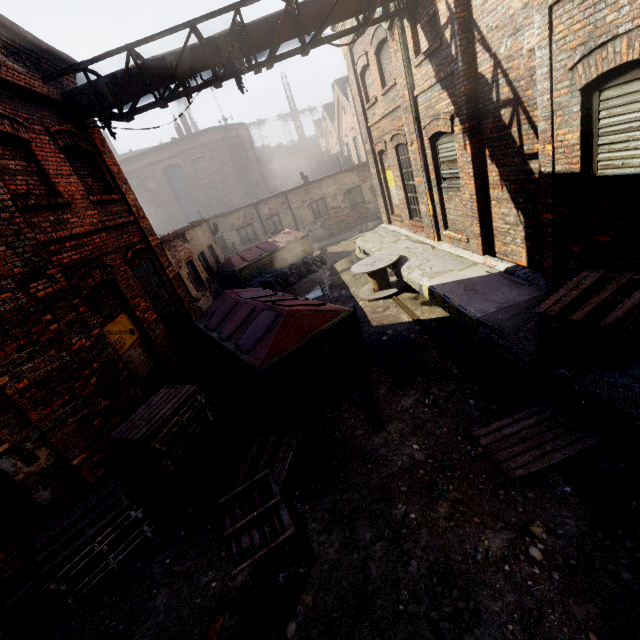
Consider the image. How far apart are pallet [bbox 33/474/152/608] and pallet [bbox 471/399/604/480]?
4.1m

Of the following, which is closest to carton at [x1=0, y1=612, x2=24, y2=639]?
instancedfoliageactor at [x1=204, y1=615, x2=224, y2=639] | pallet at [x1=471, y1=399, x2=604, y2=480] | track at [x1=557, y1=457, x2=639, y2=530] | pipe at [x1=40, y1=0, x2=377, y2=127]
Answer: instancedfoliageactor at [x1=204, y1=615, x2=224, y2=639]

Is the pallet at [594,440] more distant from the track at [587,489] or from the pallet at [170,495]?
the pallet at [170,495]

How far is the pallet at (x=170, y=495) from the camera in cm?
477

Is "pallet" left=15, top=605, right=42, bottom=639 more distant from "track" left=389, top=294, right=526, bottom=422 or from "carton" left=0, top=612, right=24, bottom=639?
"track" left=389, top=294, right=526, bottom=422

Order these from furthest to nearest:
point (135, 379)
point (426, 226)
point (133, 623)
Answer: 1. point (426, 226)
2. point (135, 379)
3. point (133, 623)

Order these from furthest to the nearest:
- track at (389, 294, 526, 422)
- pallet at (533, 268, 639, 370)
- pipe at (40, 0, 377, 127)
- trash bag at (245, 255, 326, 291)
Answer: trash bag at (245, 255, 326, 291) → pipe at (40, 0, 377, 127) → track at (389, 294, 526, 422) → pallet at (533, 268, 639, 370)

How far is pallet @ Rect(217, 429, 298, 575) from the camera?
4.14m
